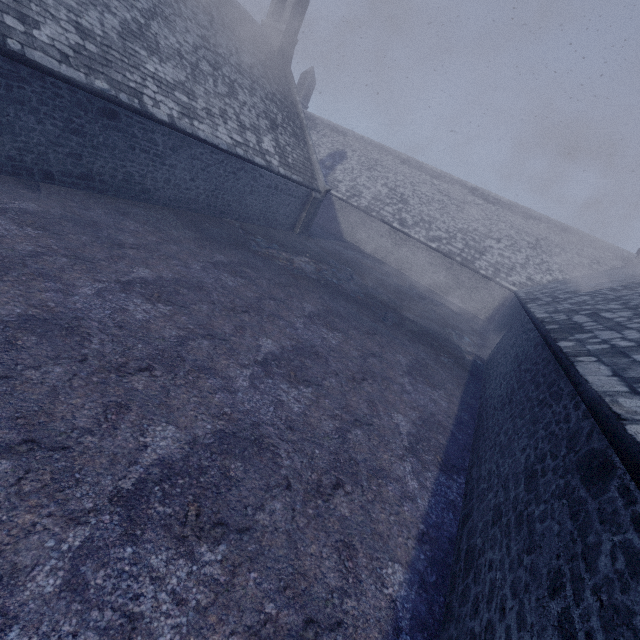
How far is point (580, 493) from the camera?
2.93m
